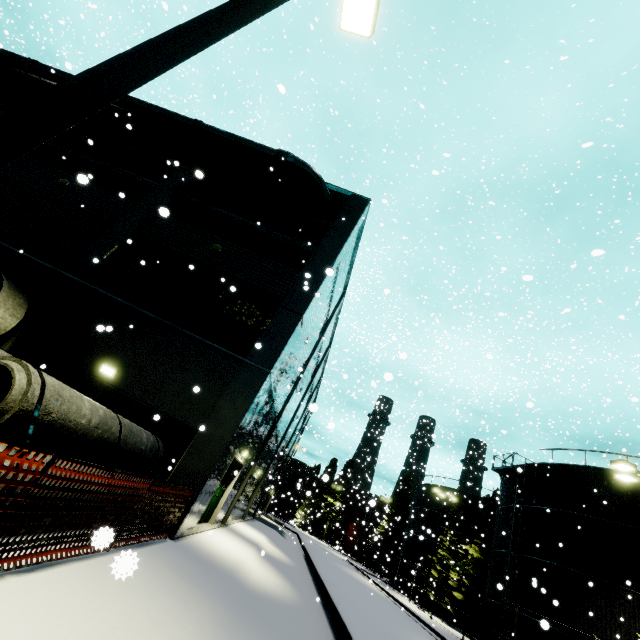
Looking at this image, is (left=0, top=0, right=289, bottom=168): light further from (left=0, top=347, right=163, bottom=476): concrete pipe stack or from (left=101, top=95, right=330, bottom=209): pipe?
(left=101, top=95, right=330, bottom=209): pipe

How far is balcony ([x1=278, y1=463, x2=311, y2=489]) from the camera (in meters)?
31.45

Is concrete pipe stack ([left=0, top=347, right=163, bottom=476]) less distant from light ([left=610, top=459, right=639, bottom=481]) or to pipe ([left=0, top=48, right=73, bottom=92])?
pipe ([left=0, top=48, right=73, bottom=92])

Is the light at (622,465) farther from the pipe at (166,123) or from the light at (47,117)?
the light at (47,117)

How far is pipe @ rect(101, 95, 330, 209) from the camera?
14.3 meters

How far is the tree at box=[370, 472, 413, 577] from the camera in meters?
44.8

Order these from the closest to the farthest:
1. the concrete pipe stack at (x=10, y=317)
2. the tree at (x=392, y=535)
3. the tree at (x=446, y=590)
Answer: the concrete pipe stack at (x=10, y=317) < the tree at (x=446, y=590) < the tree at (x=392, y=535)

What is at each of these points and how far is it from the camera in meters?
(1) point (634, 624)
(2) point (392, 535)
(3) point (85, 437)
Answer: (1) silo, 15.9 m
(2) tree, 47.0 m
(3) concrete pipe stack, 5.6 m
